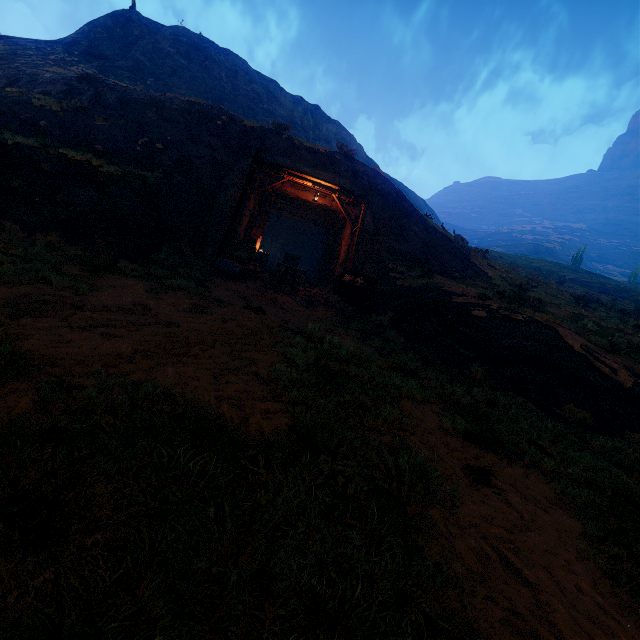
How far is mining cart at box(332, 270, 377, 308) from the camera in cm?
1228

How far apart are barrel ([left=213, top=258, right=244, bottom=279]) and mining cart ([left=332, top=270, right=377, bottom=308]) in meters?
3.4 m

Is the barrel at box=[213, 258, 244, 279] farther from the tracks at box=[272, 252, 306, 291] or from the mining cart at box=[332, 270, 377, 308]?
the mining cart at box=[332, 270, 377, 308]

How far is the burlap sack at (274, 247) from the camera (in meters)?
26.58

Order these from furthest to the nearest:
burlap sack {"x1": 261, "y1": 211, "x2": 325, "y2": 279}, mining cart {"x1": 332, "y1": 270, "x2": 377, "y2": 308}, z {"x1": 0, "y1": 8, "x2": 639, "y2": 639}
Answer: burlap sack {"x1": 261, "y1": 211, "x2": 325, "y2": 279} → mining cart {"x1": 332, "y1": 270, "x2": 377, "y2": 308} → z {"x1": 0, "y1": 8, "x2": 639, "y2": 639}

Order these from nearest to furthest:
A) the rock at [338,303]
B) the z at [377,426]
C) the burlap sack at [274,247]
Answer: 1. the z at [377,426]
2. the rock at [338,303]
3. the burlap sack at [274,247]

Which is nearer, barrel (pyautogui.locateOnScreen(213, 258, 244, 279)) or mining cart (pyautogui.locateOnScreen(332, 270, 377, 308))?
barrel (pyautogui.locateOnScreen(213, 258, 244, 279))

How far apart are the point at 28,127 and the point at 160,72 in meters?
26.6 m
